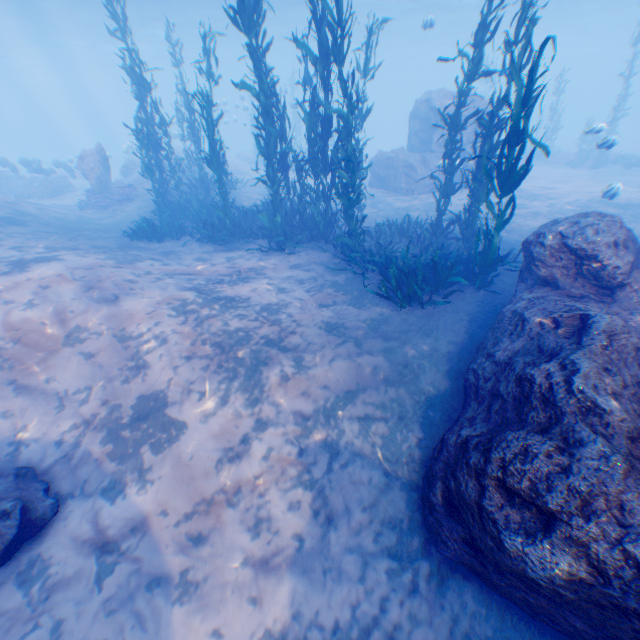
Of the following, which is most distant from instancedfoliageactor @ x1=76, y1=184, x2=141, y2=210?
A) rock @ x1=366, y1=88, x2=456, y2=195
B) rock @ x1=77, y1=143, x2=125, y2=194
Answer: rock @ x1=366, y1=88, x2=456, y2=195

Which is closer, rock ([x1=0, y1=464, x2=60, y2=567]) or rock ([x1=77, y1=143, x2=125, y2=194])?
rock ([x1=0, y1=464, x2=60, y2=567])

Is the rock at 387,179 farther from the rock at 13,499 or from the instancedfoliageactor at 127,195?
the instancedfoliageactor at 127,195

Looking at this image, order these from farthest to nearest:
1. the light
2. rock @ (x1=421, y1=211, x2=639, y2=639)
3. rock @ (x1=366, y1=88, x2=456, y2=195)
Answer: the light, rock @ (x1=366, y1=88, x2=456, y2=195), rock @ (x1=421, y1=211, x2=639, y2=639)

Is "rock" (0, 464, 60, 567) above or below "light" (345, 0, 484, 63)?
below

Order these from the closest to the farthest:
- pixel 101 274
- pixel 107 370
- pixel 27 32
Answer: pixel 107 370
pixel 101 274
pixel 27 32

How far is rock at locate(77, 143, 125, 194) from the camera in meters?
16.8 m

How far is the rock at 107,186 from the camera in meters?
16.8 m
